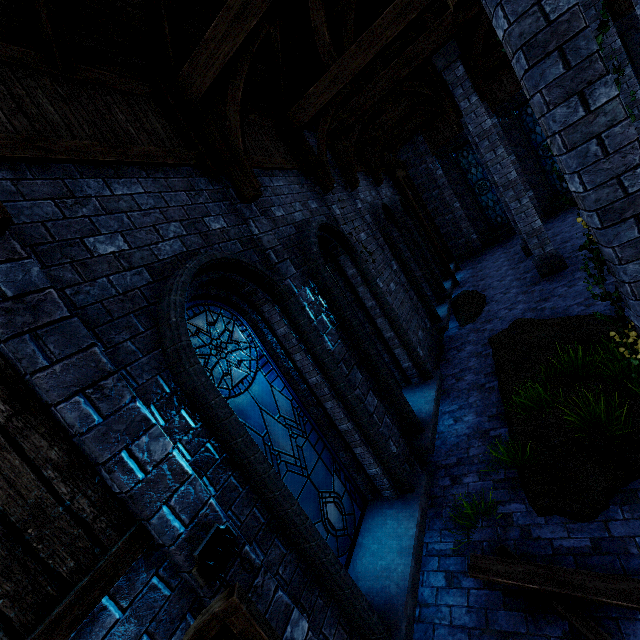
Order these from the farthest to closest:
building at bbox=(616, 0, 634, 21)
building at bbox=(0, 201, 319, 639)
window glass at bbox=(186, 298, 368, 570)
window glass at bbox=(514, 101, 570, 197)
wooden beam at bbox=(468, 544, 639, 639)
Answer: window glass at bbox=(514, 101, 570, 197), building at bbox=(616, 0, 634, 21), window glass at bbox=(186, 298, 368, 570), wooden beam at bbox=(468, 544, 639, 639), building at bbox=(0, 201, 319, 639)

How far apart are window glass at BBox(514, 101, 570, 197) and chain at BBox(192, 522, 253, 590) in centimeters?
1953cm

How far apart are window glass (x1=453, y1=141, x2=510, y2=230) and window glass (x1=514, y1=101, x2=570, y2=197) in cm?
188

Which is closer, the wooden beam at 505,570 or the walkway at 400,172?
the wooden beam at 505,570

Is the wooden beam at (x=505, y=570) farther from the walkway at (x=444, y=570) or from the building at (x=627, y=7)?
the building at (x=627, y=7)

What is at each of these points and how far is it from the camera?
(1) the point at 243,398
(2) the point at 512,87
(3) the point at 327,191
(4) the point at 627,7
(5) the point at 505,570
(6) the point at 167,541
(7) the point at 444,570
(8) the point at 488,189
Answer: (1) window glass, 3.73m
(2) building, 14.49m
(3) building, 6.93m
(4) building, 12.36m
(5) wooden beam, 3.41m
(6) building, 2.20m
(7) walkway, 3.99m
(8) window glass, 16.70m

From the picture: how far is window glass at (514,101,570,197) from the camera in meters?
15.0

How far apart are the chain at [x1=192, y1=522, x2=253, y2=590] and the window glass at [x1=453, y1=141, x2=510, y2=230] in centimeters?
1892cm
